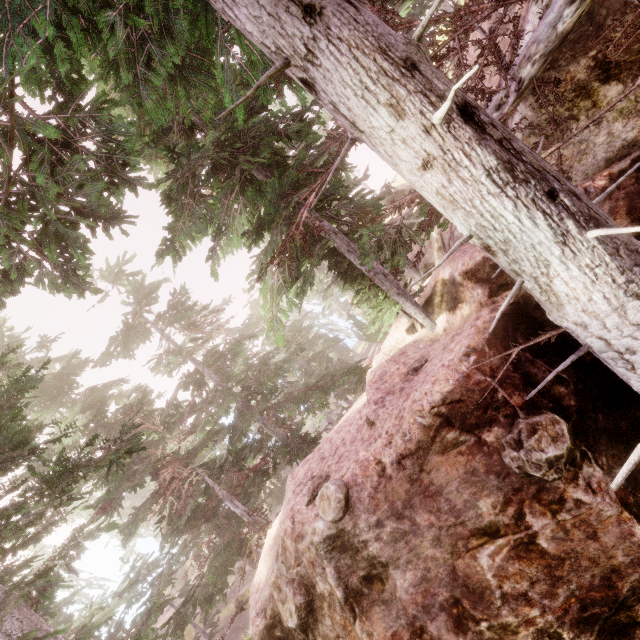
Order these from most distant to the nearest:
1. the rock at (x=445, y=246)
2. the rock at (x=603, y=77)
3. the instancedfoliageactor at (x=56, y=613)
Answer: the rock at (x=445, y=246) → the rock at (x=603, y=77) → the instancedfoliageactor at (x=56, y=613)

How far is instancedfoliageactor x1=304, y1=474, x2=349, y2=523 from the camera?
5.6 meters

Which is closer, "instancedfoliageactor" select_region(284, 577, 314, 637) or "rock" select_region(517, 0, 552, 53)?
"rock" select_region(517, 0, 552, 53)

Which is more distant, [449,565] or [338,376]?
[338,376]

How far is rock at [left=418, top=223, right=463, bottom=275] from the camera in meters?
9.7 m

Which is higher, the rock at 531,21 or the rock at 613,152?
the rock at 531,21

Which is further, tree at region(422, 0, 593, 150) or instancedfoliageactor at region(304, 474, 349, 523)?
instancedfoliageactor at region(304, 474, 349, 523)

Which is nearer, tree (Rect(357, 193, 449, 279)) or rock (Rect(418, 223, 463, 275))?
tree (Rect(357, 193, 449, 279))
